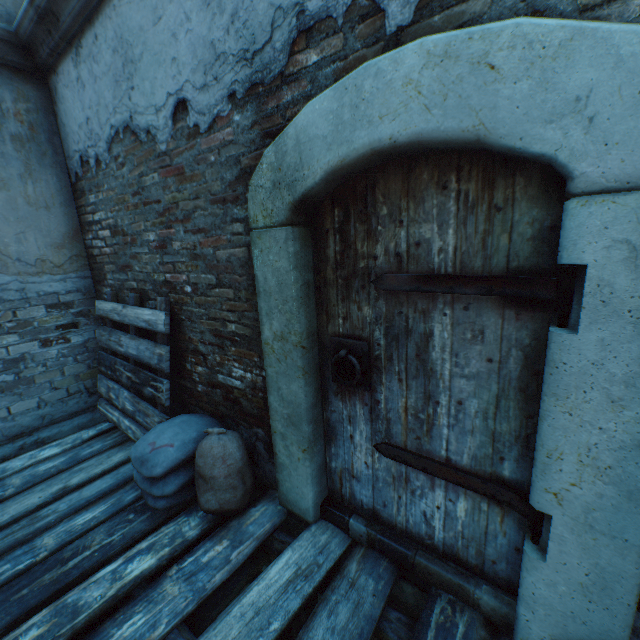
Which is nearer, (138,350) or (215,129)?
(215,129)

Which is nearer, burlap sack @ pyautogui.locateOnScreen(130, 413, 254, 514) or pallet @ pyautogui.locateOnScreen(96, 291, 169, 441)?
burlap sack @ pyautogui.locateOnScreen(130, 413, 254, 514)

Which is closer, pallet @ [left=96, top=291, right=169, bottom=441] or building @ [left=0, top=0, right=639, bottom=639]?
building @ [left=0, top=0, right=639, bottom=639]

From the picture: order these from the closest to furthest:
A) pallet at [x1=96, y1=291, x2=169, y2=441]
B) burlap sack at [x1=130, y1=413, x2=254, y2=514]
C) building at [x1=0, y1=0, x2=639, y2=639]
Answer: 1. building at [x1=0, y1=0, x2=639, y2=639]
2. burlap sack at [x1=130, y1=413, x2=254, y2=514]
3. pallet at [x1=96, y1=291, x2=169, y2=441]

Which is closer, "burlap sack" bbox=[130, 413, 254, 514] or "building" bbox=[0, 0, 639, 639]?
"building" bbox=[0, 0, 639, 639]

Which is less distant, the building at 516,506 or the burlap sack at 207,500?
the building at 516,506

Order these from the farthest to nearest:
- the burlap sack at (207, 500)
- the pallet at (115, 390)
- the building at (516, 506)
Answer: the pallet at (115, 390)
the burlap sack at (207, 500)
the building at (516, 506)

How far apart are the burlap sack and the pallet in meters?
0.0 m
